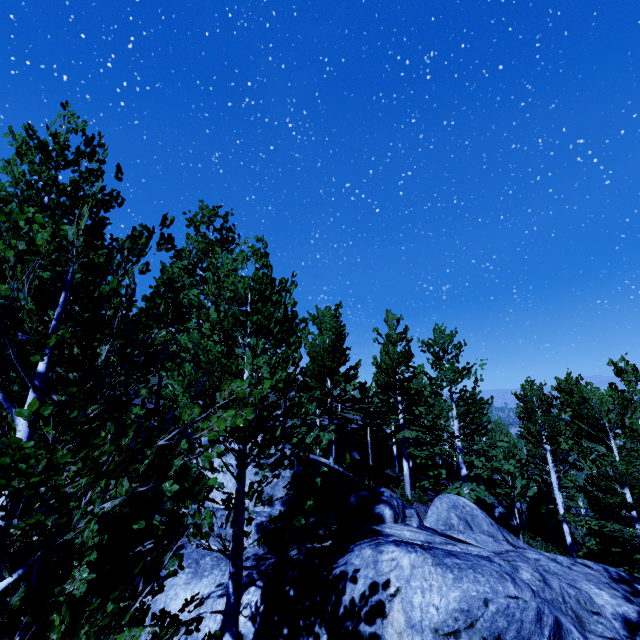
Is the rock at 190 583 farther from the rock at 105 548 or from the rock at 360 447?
the rock at 360 447

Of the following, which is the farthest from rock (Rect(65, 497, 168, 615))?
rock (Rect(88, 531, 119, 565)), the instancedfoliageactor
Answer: rock (Rect(88, 531, 119, 565))

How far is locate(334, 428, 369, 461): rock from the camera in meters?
26.2

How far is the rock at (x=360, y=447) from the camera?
26.17m

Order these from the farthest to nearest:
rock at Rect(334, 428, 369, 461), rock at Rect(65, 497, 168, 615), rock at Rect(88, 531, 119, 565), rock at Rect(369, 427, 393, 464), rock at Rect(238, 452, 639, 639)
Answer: rock at Rect(369, 427, 393, 464) → rock at Rect(334, 428, 369, 461) → rock at Rect(88, 531, 119, 565) → rock at Rect(65, 497, 168, 615) → rock at Rect(238, 452, 639, 639)

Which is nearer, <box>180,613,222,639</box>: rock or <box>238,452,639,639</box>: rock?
<box>238,452,639,639</box>: rock

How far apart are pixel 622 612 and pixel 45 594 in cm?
1047

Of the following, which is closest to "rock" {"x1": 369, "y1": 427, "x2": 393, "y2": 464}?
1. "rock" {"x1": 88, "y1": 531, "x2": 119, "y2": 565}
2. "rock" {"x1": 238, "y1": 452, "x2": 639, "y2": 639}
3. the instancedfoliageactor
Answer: the instancedfoliageactor
